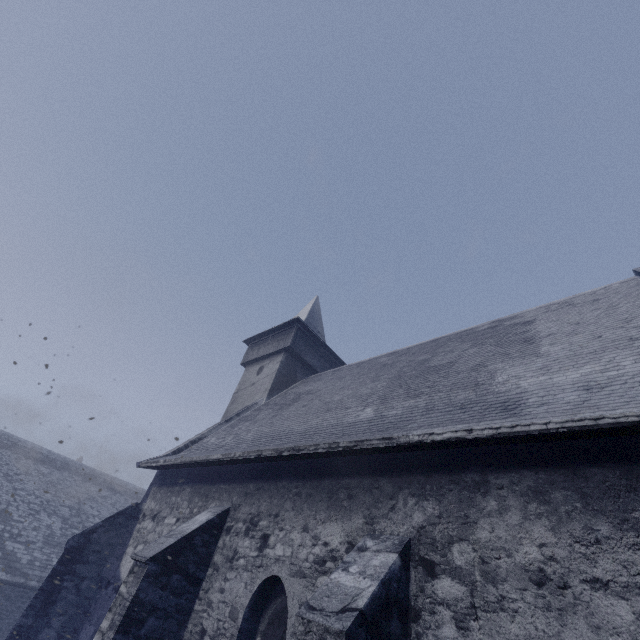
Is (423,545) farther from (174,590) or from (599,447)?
(174,590)
